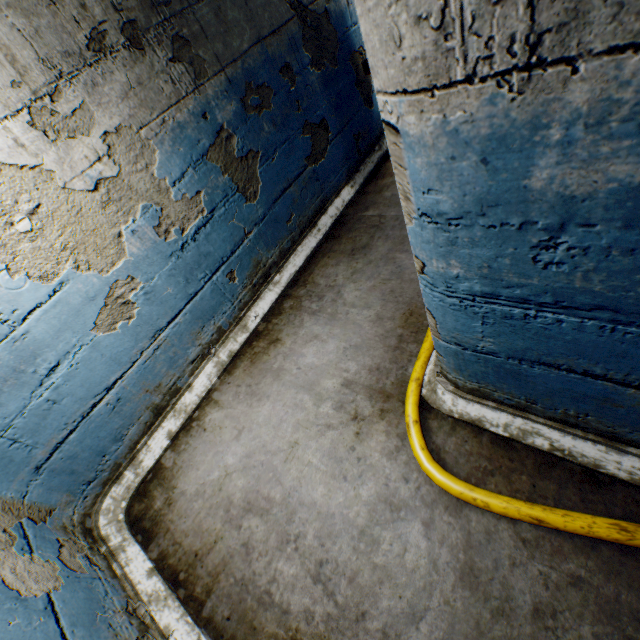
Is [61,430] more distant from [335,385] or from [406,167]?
[406,167]

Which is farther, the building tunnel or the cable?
the cable

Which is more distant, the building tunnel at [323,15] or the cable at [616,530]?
the cable at [616,530]
